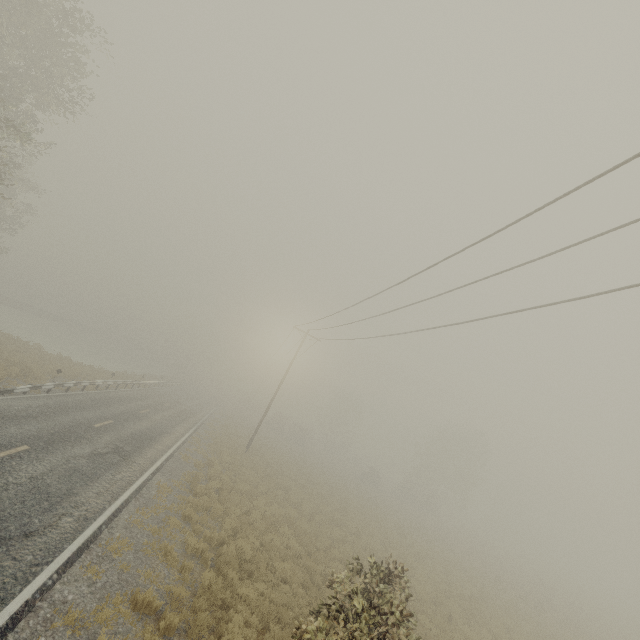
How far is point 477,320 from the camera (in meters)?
10.57
